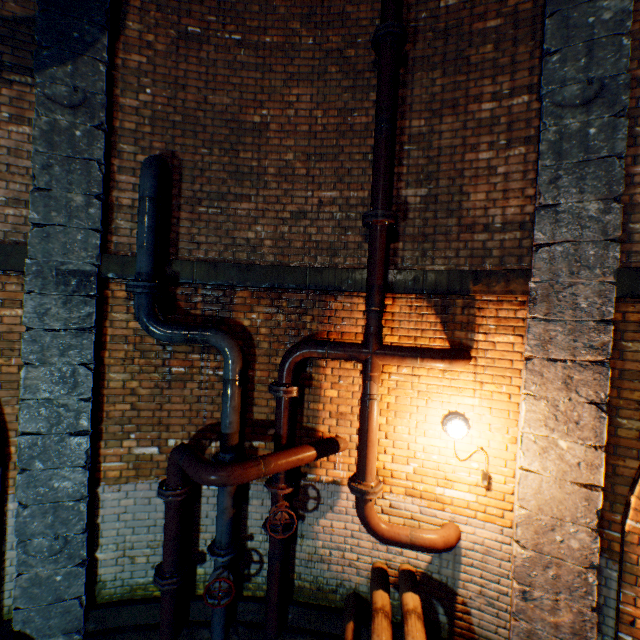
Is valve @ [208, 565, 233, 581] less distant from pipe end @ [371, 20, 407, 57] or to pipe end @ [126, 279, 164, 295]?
pipe end @ [126, 279, 164, 295]

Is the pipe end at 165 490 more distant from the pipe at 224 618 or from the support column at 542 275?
the support column at 542 275

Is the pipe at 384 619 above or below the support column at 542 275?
below

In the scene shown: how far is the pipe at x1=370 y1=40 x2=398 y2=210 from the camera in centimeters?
349cm

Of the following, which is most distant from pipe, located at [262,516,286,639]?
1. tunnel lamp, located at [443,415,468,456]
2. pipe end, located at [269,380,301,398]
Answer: tunnel lamp, located at [443,415,468,456]

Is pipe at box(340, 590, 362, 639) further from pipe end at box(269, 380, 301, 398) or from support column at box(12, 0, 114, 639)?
support column at box(12, 0, 114, 639)

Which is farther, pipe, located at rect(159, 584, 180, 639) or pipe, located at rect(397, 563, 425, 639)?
pipe, located at rect(159, 584, 180, 639)

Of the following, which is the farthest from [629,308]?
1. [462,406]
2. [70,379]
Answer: [70,379]
